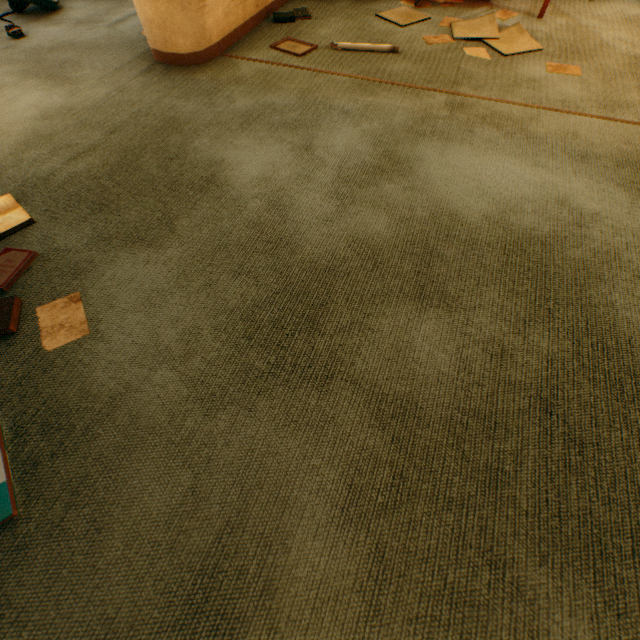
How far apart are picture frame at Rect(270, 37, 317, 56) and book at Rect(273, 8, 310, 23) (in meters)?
0.34

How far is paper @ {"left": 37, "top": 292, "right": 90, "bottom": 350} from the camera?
1.1m

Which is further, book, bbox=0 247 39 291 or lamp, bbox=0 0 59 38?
lamp, bbox=0 0 59 38

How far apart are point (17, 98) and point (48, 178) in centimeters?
99cm

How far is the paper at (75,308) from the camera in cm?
112

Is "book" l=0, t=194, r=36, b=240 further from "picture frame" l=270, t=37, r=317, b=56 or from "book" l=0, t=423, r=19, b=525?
"picture frame" l=270, t=37, r=317, b=56

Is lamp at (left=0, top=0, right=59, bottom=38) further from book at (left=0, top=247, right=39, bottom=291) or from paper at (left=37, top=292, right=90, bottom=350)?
paper at (left=37, top=292, right=90, bottom=350)

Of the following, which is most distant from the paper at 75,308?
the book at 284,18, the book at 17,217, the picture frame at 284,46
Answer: the book at 284,18
